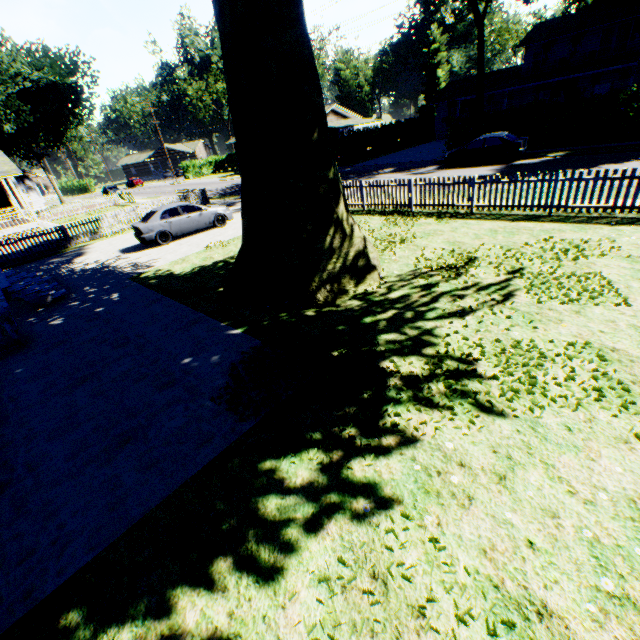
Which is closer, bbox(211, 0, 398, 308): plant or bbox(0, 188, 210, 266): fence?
bbox(211, 0, 398, 308): plant

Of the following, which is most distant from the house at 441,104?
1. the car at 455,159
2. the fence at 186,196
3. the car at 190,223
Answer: the car at 190,223

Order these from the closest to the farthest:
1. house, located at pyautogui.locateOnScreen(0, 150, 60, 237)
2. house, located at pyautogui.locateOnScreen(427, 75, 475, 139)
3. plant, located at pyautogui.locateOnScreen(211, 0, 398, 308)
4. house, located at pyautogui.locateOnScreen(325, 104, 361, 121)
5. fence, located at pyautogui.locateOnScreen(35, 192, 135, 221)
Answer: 1. plant, located at pyautogui.locateOnScreen(211, 0, 398, 308)
2. house, located at pyautogui.locateOnScreen(0, 150, 60, 237)
3. fence, located at pyautogui.locateOnScreen(35, 192, 135, 221)
4. house, located at pyautogui.locateOnScreen(427, 75, 475, 139)
5. house, located at pyautogui.locateOnScreen(325, 104, 361, 121)

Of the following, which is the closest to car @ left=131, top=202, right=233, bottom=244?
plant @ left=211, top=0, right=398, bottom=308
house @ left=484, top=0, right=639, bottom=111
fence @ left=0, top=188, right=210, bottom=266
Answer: fence @ left=0, top=188, right=210, bottom=266

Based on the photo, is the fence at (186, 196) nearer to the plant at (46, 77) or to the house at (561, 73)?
the plant at (46, 77)

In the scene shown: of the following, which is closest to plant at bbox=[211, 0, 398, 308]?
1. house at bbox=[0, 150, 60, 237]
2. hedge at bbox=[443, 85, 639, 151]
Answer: house at bbox=[0, 150, 60, 237]

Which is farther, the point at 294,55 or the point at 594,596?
the point at 294,55

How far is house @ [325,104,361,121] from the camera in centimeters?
4719cm
